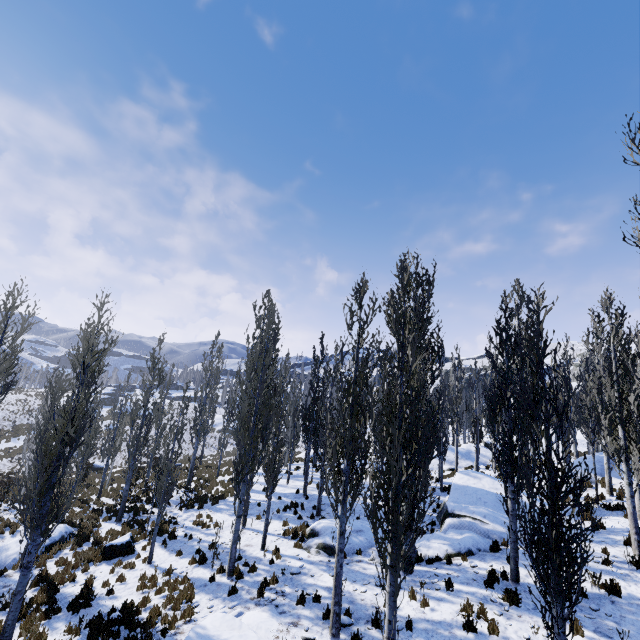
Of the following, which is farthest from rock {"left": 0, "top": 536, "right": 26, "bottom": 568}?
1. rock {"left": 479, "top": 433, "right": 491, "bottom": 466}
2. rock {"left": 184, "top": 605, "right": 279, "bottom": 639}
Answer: rock {"left": 479, "top": 433, "right": 491, "bottom": 466}

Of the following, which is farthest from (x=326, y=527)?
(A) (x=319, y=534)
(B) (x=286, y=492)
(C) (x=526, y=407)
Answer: (C) (x=526, y=407)

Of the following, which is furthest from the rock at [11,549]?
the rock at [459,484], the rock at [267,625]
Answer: the rock at [459,484]

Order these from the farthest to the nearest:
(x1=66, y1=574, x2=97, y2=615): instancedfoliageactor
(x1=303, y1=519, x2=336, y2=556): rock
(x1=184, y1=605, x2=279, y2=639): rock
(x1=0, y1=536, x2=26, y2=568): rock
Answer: (x1=0, y1=536, x2=26, y2=568): rock, (x1=303, y1=519, x2=336, y2=556): rock, (x1=66, y1=574, x2=97, y2=615): instancedfoliageactor, (x1=184, y1=605, x2=279, y2=639): rock

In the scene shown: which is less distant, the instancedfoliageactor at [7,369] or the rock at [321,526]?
the instancedfoliageactor at [7,369]

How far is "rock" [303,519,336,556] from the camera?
13.0 meters

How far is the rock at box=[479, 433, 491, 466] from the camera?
29.05m

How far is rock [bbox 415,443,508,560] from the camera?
12.11m
